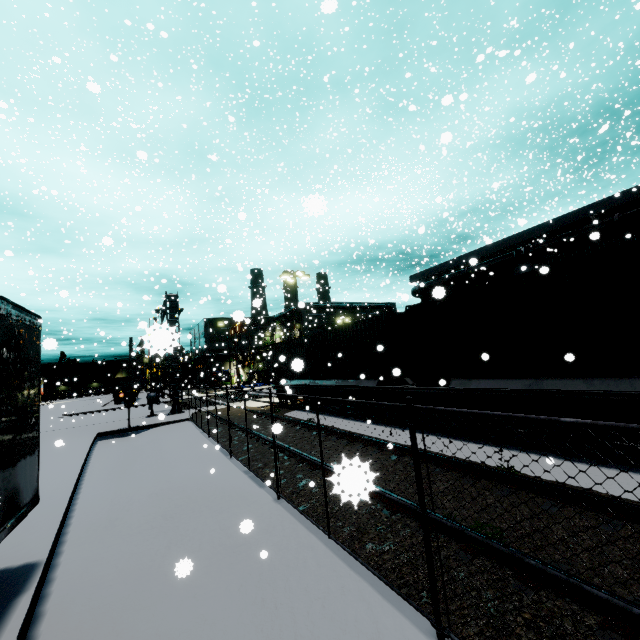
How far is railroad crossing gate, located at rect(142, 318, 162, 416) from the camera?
22.9m

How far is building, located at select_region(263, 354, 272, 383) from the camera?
58.06m

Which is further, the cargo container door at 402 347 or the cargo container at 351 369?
the cargo container door at 402 347

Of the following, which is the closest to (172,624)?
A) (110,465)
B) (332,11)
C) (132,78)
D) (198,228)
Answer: (332,11)

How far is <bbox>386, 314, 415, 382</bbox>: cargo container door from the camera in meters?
11.4 m

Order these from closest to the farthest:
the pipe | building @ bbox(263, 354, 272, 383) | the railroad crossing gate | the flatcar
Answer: the flatcar
the pipe
the railroad crossing gate
building @ bbox(263, 354, 272, 383)

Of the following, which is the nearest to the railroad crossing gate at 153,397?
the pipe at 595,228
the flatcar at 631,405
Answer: the flatcar at 631,405

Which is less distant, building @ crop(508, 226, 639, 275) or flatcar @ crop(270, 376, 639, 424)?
flatcar @ crop(270, 376, 639, 424)
